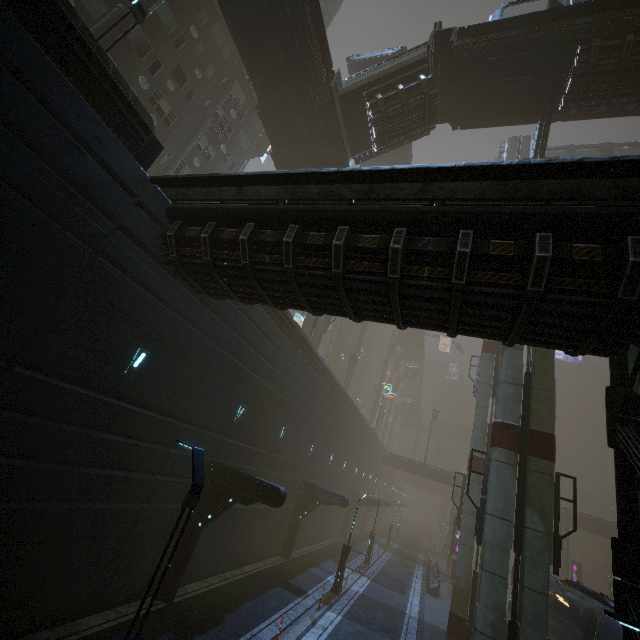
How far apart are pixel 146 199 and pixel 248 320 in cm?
679

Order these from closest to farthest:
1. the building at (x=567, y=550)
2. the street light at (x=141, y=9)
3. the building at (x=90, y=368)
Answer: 1. the building at (x=90, y=368)
2. the street light at (x=141, y=9)
3. the building at (x=567, y=550)

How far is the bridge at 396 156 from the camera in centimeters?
3712cm

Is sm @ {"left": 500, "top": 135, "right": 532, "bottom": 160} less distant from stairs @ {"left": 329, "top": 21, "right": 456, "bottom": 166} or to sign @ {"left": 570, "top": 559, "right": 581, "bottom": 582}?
stairs @ {"left": 329, "top": 21, "right": 456, "bottom": 166}

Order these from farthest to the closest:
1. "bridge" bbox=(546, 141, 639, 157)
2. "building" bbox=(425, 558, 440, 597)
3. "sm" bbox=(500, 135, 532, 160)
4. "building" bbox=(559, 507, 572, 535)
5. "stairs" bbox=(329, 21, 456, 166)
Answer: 1. "building" bbox=(559, 507, 572, 535)
2. "sm" bbox=(500, 135, 532, 160)
3. "bridge" bbox=(546, 141, 639, 157)
4. "building" bbox=(425, 558, 440, 597)
5. "stairs" bbox=(329, 21, 456, 166)

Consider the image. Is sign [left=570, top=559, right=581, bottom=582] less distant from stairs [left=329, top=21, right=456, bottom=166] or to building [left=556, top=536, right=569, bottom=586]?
building [left=556, top=536, right=569, bottom=586]

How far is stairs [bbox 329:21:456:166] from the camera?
19.2 meters

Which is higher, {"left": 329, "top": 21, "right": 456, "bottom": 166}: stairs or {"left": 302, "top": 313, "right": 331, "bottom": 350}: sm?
{"left": 329, "top": 21, "right": 456, "bottom": 166}: stairs
